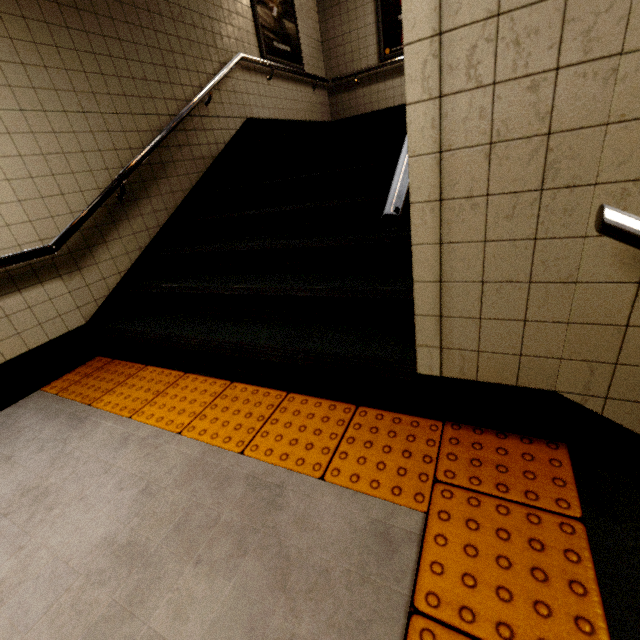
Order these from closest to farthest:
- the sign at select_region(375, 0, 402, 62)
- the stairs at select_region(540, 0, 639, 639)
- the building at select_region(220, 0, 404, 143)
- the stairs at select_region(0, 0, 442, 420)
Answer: the stairs at select_region(540, 0, 639, 639), the stairs at select_region(0, 0, 442, 420), the building at select_region(220, 0, 404, 143), the sign at select_region(375, 0, 402, 62)

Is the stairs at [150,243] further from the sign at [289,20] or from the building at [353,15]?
the sign at [289,20]

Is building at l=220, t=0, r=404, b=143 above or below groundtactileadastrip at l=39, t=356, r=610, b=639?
above

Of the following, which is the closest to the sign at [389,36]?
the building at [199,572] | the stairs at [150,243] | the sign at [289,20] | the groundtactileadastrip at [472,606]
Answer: the sign at [289,20]

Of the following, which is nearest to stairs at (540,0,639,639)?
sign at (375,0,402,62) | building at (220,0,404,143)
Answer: building at (220,0,404,143)

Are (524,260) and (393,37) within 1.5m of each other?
no

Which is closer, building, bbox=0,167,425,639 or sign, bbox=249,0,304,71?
building, bbox=0,167,425,639

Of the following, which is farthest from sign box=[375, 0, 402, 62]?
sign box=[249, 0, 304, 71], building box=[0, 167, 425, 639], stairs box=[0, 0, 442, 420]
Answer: building box=[0, 167, 425, 639]
